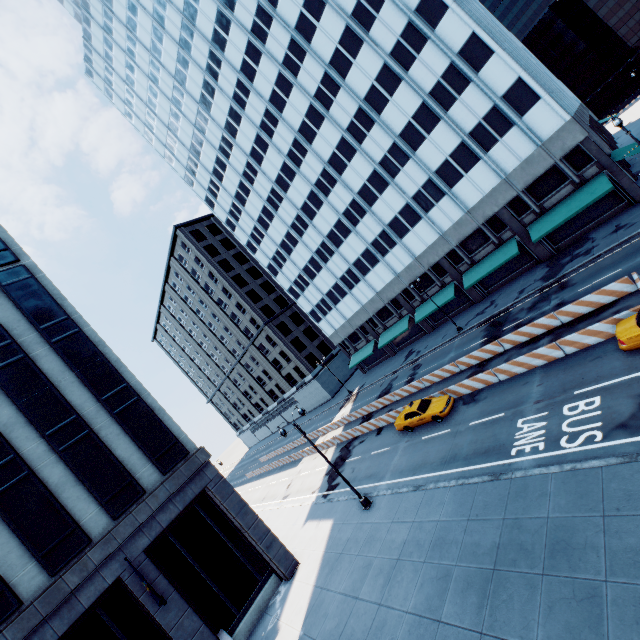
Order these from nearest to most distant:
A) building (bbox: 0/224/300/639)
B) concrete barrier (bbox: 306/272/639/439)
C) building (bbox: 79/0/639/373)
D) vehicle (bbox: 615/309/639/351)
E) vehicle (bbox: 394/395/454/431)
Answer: vehicle (bbox: 615/309/639/351) → building (bbox: 0/224/300/639) → concrete barrier (bbox: 306/272/639/439) → vehicle (bbox: 394/395/454/431) → building (bbox: 79/0/639/373)

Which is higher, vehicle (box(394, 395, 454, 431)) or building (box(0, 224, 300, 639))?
building (box(0, 224, 300, 639))

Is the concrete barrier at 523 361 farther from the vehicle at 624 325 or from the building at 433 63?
the building at 433 63

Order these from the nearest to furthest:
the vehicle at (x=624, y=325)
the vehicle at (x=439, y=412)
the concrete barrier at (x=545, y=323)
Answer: the vehicle at (x=624, y=325) < the concrete barrier at (x=545, y=323) < the vehicle at (x=439, y=412)

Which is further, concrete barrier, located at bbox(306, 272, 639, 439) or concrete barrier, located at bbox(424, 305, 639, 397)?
concrete barrier, located at bbox(306, 272, 639, 439)

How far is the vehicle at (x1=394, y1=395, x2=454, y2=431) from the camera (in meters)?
21.80

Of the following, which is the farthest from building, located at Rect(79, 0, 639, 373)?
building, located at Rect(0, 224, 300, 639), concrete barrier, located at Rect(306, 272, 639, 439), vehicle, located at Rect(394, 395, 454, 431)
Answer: building, located at Rect(0, 224, 300, 639)

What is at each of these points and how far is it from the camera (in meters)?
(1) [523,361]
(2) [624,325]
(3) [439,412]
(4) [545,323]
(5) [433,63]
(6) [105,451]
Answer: (1) concrete barrier, 19.11
(2) vehicle, 14.30
(3) vehicle, 21.69
(4) concrete barrier, 21.11
(5) building, 29.67
(6) building, 18.45
